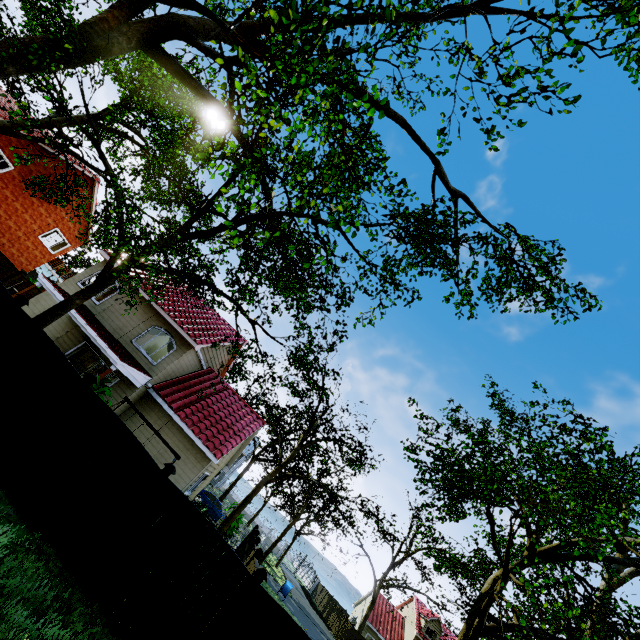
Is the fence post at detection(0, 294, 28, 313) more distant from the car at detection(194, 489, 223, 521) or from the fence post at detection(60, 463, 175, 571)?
the car at detection(194, 489, 223, 521)

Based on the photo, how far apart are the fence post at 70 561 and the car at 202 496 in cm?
2312

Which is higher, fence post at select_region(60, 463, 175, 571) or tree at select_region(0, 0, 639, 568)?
tree at select_region(0, 0, 639, 568)

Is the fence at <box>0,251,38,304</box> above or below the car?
above

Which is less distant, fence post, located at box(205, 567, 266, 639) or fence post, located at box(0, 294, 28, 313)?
fence post, located at box(205, 567, 266, 639)

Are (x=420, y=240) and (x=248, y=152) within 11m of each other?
yes

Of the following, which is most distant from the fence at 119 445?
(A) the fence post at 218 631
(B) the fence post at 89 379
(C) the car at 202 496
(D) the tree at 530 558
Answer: (C) the car at 202 496

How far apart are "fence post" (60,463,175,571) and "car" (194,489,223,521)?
23.1m
